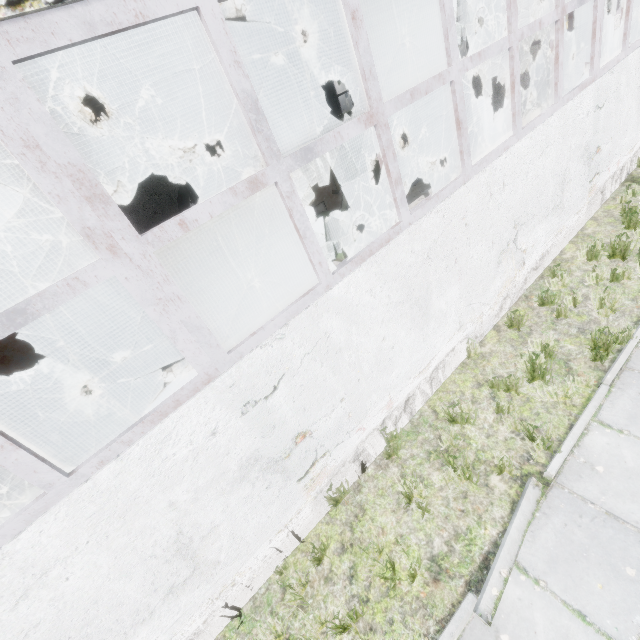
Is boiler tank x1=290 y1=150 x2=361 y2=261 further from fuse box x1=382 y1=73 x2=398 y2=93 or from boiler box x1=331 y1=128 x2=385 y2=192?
fuse box x1=382 y1=73 x2=398 y2=93

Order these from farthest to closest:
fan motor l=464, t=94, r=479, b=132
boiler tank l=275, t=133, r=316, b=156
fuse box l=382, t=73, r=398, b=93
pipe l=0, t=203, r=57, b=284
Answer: fuse box l=382, t=73, r=398, b=93 < fan motor l=464, t=94, r=479, b=132 < boiler tank l=275, t=133, r=316, b=156 < pipe l=0, t=203, r=57, b=284

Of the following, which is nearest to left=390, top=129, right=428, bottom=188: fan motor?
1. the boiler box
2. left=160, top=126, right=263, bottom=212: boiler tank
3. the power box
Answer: the boiler box

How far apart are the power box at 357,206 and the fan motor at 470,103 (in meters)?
6.08

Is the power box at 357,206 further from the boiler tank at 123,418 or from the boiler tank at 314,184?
the boiler tank at 123,418

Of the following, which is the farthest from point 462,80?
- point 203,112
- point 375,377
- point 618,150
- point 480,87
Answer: point 375,377

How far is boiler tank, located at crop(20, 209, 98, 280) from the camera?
7.7 meters

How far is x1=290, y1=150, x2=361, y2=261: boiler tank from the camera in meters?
9.6
